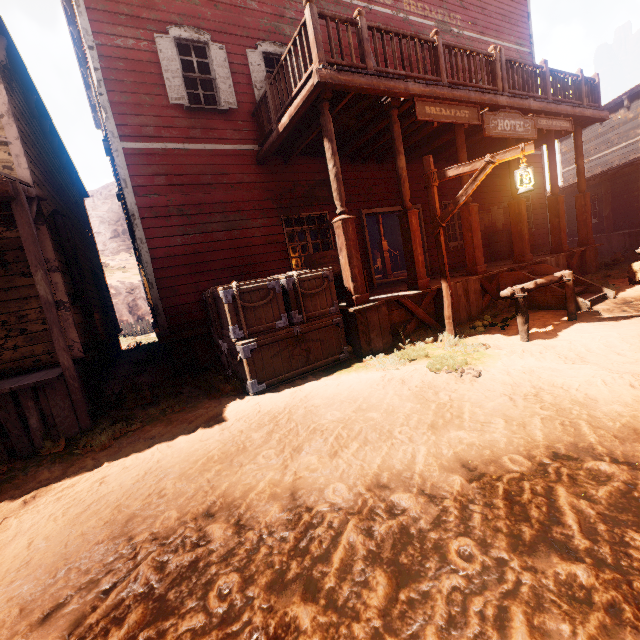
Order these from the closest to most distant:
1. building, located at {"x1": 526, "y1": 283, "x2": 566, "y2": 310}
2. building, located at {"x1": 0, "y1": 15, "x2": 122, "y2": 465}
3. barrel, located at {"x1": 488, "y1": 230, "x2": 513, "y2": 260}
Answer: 1. building, located at {"x1": 0, "y1": 15, "x2": 122, "y2": 465}
2. building, located at {"x1": 526, "y1": 283, "x2": 566, "y2": 310}
3. barrel, located at {"x1": 488, "y1": 230, "x2": 513, "y2": 260}

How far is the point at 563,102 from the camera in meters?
8.8

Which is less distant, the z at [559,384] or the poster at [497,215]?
the z at [559,384]

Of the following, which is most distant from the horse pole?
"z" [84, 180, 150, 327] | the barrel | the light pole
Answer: the barrel

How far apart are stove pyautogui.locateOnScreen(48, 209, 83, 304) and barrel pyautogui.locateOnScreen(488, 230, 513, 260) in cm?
1249

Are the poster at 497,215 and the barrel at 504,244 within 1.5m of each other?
yes

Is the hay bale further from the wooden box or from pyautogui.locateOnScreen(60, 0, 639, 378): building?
the wooden box

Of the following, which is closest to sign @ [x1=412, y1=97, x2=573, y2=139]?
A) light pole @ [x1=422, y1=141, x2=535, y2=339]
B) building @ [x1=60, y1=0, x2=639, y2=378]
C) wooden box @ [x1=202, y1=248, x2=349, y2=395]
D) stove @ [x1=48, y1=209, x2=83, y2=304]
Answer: building @ [x1=60, y1=0, x2=639, y2=378]
